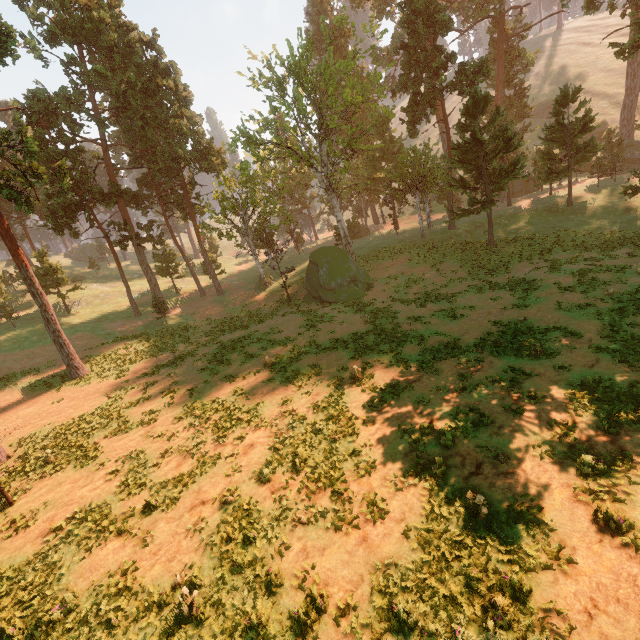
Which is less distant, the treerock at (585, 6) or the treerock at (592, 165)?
the treerock at (592, 165)

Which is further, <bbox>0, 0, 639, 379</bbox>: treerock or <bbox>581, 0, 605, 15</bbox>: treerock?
<bbox>581, 0, 605, 15</bbox>: treerock

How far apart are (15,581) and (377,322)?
21.1 meters
